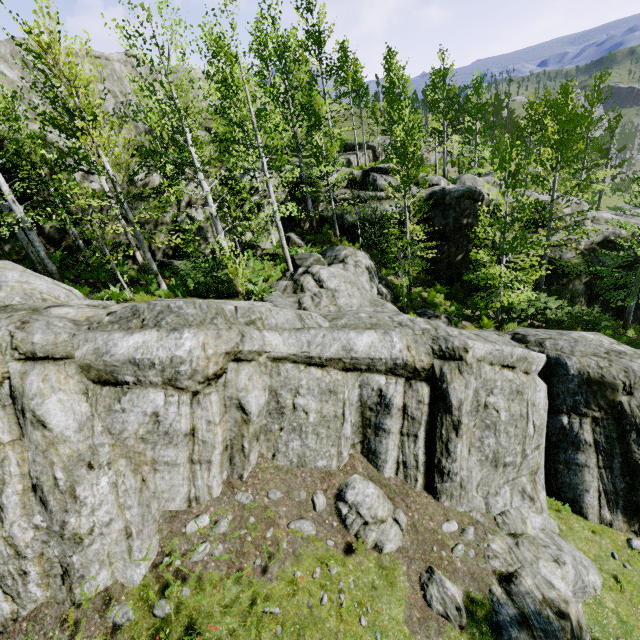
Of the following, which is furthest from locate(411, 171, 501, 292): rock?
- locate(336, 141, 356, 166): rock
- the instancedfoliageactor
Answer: locate(336, 141, 356, 166): rock

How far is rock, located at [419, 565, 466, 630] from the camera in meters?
7.6 m

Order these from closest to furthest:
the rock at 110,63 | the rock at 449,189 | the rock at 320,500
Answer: the rock at 320,500 < the rock at 449,189 < the rock at 110,63

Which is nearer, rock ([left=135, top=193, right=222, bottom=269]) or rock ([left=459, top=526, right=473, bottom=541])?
rock ([left=459, top=526, right=473, bottom=541])

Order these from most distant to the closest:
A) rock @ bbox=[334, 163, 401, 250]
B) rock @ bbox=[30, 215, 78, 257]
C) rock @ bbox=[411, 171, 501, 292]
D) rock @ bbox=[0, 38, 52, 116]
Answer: rock @ bbox=[0, 38, 52, 116], rock @ bbox=[334, 163, 401, 250], rock @ bbox=[411, 171, 501, 292], rock @ bbox=[30, 215, 78, 257]

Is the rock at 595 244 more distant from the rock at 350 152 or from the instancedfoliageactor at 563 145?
the rock at 350 152

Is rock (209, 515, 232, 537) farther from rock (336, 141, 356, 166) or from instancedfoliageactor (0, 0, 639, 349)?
rock (336, 141, 356, 166)

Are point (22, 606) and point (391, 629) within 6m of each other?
no
